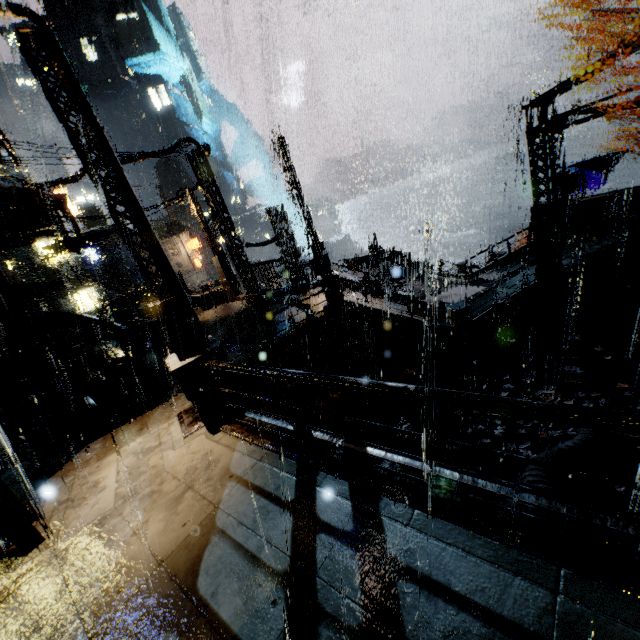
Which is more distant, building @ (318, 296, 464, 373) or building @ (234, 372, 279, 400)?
building @ (318, 296, 464, 373)

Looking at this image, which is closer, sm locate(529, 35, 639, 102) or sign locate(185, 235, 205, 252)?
sm locate(529, 35, 639, 102)

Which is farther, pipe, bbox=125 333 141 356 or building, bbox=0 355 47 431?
pipe, bbox=125 333 141 356

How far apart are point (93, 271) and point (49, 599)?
54.5m

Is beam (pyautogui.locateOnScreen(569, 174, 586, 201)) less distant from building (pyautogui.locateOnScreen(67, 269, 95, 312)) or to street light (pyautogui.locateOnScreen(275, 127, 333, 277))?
building (pyautogui.locateOnScreen(67, 269, 95, 312))

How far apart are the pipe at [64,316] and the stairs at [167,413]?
9.7 meters

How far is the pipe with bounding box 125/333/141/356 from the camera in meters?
18.0

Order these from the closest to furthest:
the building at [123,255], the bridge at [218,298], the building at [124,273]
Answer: the bridge at [218,298] → the building at [123,255] → the building at [124,273]
